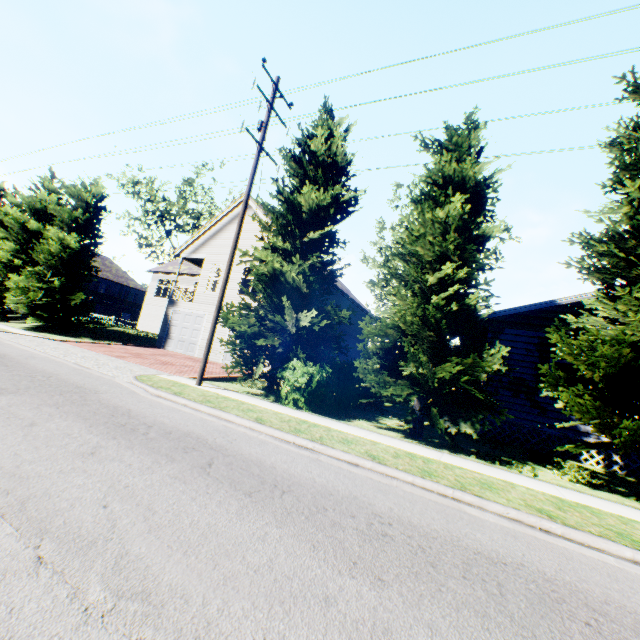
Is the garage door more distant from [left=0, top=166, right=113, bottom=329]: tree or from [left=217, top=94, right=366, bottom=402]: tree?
[left=217, top=94, right=366, bottom=402]: tree

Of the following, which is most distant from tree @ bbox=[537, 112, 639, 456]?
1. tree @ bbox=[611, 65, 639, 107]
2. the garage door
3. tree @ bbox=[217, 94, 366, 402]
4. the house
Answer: the garage door

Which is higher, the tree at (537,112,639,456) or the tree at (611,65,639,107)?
the tree at (611,65,639,107)

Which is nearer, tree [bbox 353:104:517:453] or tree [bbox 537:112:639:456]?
tree [bbox 537:112:639:456]

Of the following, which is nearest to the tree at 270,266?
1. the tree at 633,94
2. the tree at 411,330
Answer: the tree at 411,330

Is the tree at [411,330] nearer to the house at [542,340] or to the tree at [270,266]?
the tree at [270,266]

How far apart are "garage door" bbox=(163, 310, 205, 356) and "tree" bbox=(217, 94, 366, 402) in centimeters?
1105cm

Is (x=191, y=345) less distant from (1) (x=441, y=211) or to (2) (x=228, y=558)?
(1) (x=441, y=211)
